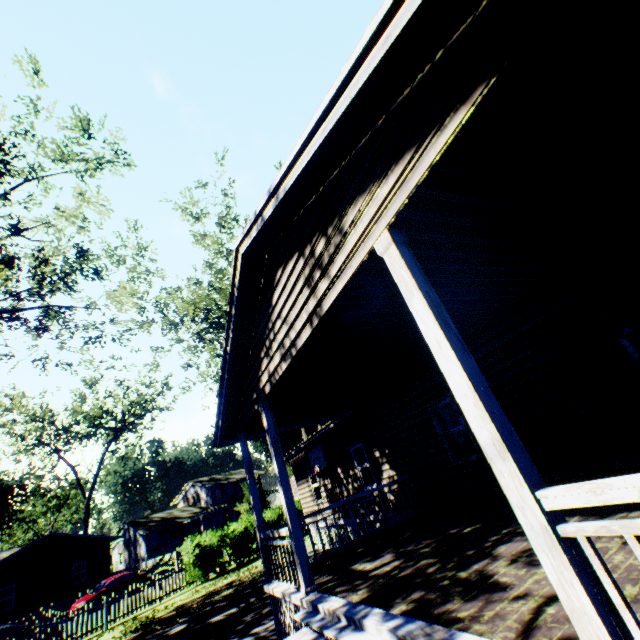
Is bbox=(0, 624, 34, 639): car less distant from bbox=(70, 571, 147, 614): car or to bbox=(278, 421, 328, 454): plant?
bbox=(70, 571, 147, 614): car

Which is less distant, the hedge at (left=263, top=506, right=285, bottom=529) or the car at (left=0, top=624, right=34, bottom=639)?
the car at (left=0, top=624, right=34, bottom=639)

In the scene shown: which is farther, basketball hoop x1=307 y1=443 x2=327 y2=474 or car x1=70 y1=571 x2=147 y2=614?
car x1=70 y1=571 x2=147 y2=614

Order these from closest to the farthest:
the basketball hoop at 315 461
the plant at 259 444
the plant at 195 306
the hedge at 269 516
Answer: the basketball hoop at 315 461
the plant at 195 306
the hedge at 269 516
the plant at 259 444

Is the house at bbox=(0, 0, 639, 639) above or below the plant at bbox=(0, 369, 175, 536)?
below

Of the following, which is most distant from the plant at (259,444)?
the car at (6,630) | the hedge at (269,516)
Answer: the car at (6,630)

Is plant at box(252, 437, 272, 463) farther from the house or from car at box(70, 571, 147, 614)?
car at box(70, 571, 147, 614)

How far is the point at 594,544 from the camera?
3.77m
